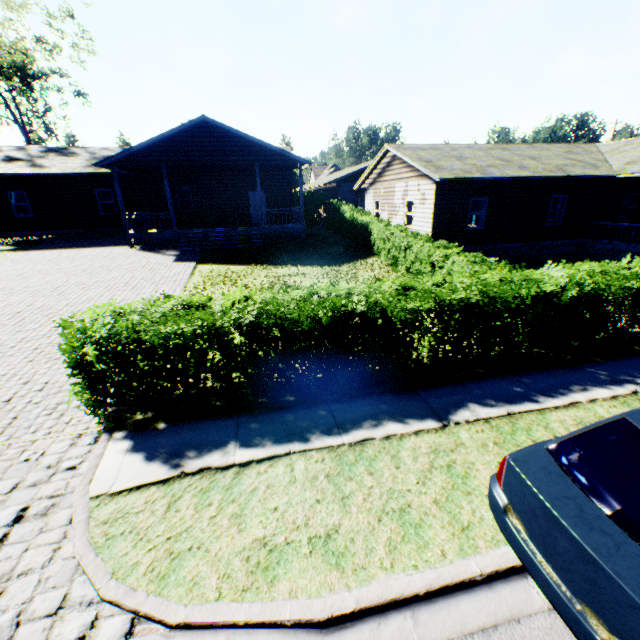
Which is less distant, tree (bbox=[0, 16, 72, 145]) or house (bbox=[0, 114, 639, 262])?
house (bbox=[0, 114, 639, 262])

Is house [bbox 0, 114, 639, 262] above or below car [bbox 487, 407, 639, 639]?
above

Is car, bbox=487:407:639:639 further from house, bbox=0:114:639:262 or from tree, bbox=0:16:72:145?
tree, bbox=0:16:72:145

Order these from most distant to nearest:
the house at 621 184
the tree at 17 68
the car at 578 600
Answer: the tree at 17 68 → the house at 621 184 → the car at 578 600

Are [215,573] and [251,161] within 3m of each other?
no

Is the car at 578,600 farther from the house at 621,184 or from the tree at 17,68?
the tree at 17,68

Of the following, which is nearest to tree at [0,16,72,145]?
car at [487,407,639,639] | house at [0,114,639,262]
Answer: house at [0,114,639,262]

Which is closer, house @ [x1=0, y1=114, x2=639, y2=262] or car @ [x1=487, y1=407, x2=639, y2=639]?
car @ [x1=487, y1=407, x2=639, y2=639]
